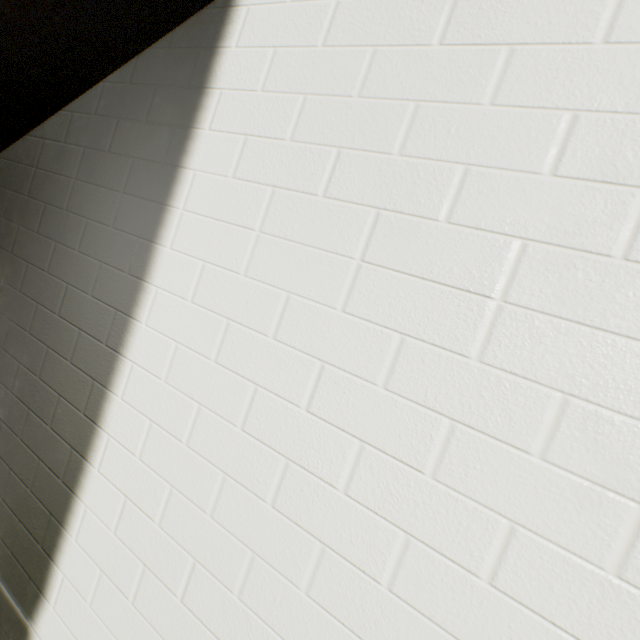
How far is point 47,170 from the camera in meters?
1.7
